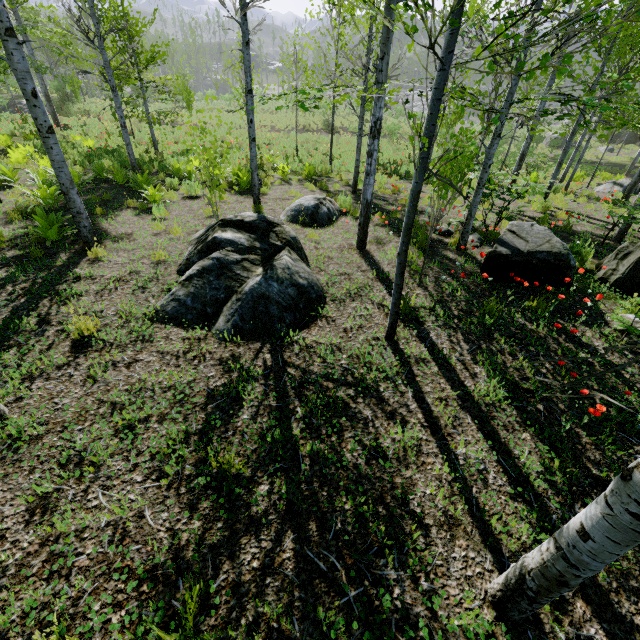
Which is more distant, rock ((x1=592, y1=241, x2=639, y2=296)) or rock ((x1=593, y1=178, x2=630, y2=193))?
rock ((x1=593, y1=178, x2=630, y2=193))

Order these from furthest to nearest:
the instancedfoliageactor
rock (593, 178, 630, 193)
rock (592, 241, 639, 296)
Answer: rock (593, 178, 630, 193)
rock (592, 241, 639, 296)
the instancedfoliageactor

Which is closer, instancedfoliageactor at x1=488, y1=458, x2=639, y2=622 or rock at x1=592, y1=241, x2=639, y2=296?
instancedfoliageactor at x1=488, y1=458, x2=639, y2=622

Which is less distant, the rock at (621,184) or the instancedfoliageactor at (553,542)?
the instancedfoliageactor at (553,542)

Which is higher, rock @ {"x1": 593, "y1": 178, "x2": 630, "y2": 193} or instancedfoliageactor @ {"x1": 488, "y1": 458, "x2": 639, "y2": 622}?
instancedfoliageactor @ {"x1": 488, "y1": 458, "x2": 639, "y2": 622}

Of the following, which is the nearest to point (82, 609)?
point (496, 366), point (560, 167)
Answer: point (496, 366)

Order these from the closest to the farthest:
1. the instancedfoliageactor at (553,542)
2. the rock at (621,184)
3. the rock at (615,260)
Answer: the instancedfoliageactor at (553,542) < the rock at (615,260) < the rock at (621,184)

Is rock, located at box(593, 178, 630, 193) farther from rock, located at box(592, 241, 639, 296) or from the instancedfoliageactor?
the instancedfoliageactor
